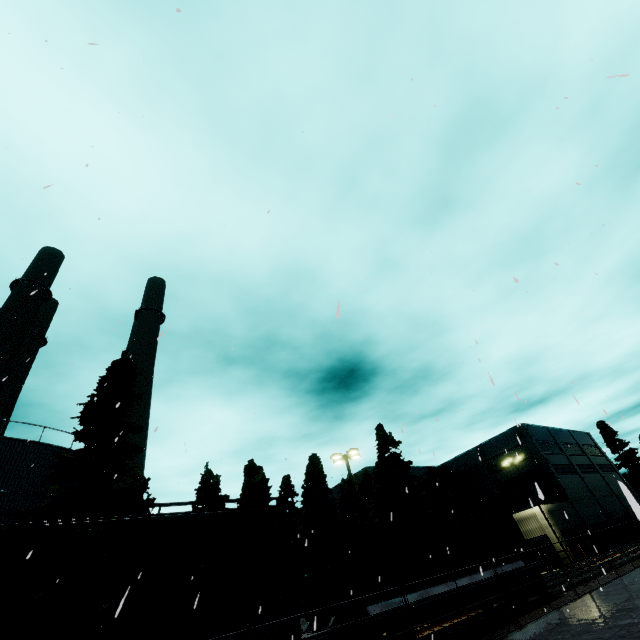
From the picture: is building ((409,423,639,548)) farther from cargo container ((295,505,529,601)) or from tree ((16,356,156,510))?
tree ((16,356,156,510))

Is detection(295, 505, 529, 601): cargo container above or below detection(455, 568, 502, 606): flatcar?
above

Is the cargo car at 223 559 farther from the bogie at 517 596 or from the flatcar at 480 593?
the bogie at 517 596

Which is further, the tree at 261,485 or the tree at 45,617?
the tree at 261,485

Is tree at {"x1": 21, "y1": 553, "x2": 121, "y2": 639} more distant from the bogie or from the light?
the bogie

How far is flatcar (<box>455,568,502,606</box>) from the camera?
13.0m

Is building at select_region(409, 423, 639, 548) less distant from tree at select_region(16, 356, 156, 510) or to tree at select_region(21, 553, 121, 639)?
tree at select_region(16, 356, 156, 510)

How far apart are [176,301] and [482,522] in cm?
1803
